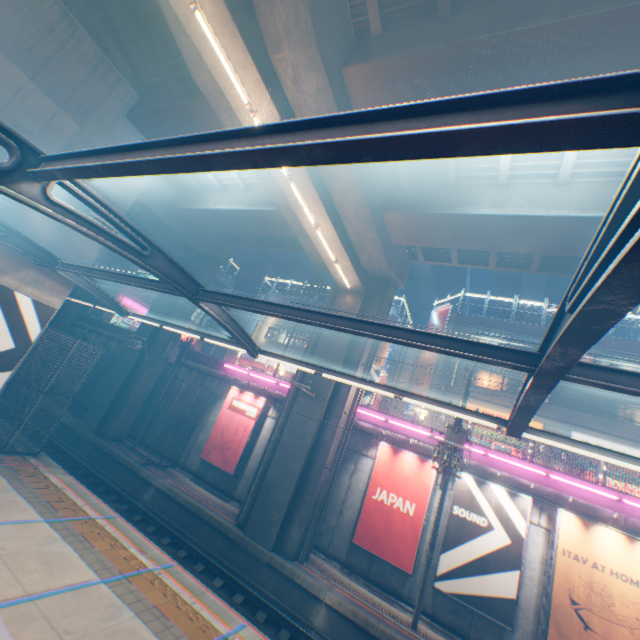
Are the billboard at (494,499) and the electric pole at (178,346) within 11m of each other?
no

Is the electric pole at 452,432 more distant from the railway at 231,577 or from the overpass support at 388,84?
the overpass support at 388,84

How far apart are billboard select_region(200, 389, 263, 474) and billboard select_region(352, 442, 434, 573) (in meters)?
Result: 7.06

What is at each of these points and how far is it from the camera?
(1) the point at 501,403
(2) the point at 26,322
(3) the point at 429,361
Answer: (1) building, 24.3m
(2) billboard, 11.3m
(3) billboard, 28.6m

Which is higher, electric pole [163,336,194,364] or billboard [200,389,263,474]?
Result: electric pole [163,336,194,364]

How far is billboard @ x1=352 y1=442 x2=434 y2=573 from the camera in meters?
13.3

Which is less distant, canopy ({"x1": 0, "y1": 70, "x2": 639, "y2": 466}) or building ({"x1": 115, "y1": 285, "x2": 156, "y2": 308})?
canopy ({"x1": 0, "y1": 70, "x2": 639, "y2": 466})

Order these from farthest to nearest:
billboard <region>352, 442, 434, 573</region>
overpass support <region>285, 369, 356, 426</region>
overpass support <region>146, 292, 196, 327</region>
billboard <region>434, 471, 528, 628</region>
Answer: overpass support <region>146, 292, 196, 327</region> < overpass support <region>285, 369, 356, 426</region> < billboard <region>352, 442, 434, 573</region> < billboard <region>434, 471, 528, 628</region>
